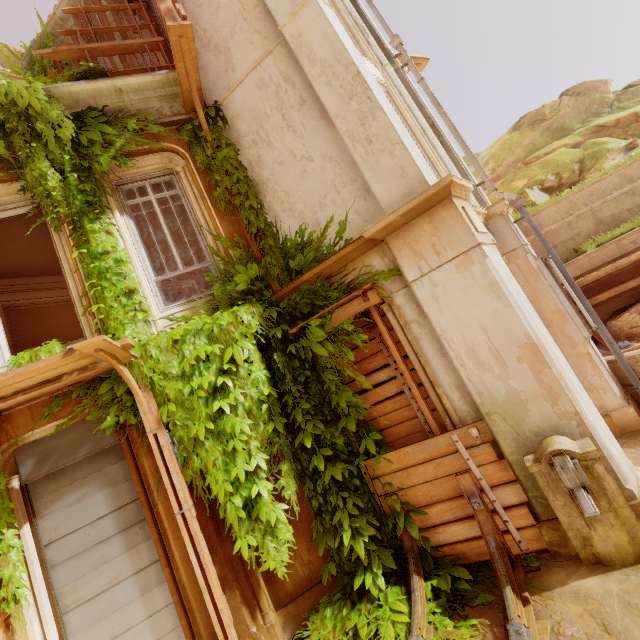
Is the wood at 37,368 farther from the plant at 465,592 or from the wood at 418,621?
the wood at 418,621

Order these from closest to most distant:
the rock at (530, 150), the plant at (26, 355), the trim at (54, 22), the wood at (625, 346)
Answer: the plant at (26, 355) < the wood at (625, 346) < the trim at (54, 22) < the rock at (530, 150)

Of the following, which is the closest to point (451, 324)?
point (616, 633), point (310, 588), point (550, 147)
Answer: point (616, 633)

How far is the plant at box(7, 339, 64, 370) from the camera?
4.6 meters

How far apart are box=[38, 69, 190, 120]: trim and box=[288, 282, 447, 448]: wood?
4.6m

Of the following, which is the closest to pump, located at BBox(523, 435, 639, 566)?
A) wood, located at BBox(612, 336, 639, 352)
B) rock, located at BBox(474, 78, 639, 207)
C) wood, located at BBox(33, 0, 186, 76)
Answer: wood, located at BBox(612, 336, 639, 352)

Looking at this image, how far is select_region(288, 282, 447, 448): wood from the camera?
4.5m
